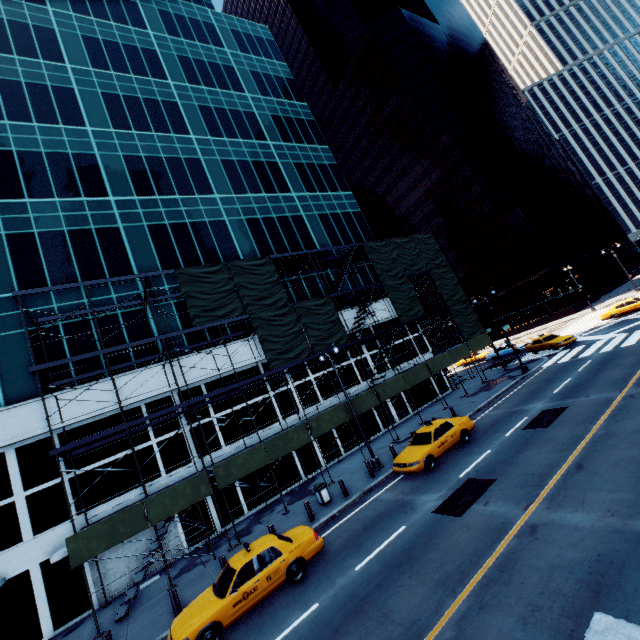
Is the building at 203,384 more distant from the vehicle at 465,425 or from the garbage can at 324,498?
the vehicle at 465,425

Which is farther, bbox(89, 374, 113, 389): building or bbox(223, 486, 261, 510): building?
bbox(223, 486, 261, 510): building

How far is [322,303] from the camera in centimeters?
2405cm

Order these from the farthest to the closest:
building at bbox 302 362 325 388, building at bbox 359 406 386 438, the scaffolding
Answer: building at bbox 359 406 386 438 → building at bbox 302 362 325 388 → the scaffolding

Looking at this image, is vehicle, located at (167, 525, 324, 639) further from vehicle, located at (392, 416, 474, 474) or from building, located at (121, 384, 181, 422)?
building, located at (121, 384, 181, 422)

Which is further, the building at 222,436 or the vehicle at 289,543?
the building at 222,436

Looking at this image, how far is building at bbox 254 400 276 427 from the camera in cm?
2258

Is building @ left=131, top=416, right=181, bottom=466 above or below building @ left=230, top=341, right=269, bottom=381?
below
